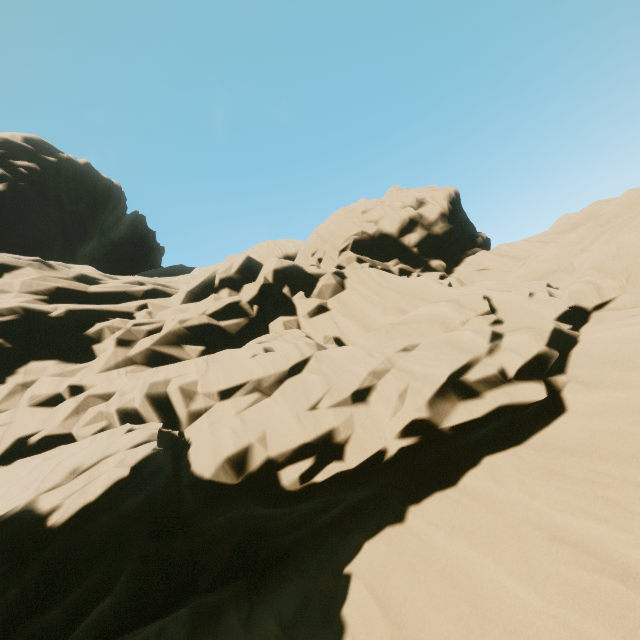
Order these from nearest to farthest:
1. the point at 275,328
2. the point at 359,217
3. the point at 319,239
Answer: the point at 275,328 → the point at 319,239 → the point at 359,217
